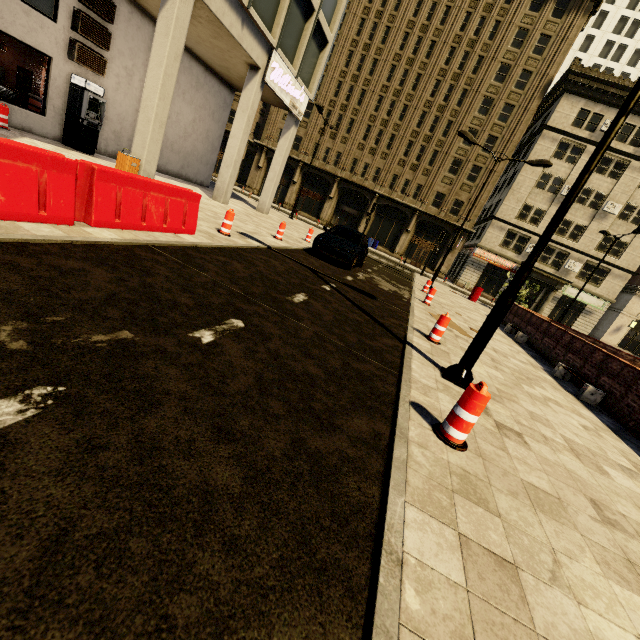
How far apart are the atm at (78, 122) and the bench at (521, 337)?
18.6 meters

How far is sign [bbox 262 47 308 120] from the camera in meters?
14.2 m

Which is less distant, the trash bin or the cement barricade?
the cement barricade

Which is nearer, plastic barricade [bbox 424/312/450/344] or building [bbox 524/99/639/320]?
plastic barricade [bbox 424/312/450/344]

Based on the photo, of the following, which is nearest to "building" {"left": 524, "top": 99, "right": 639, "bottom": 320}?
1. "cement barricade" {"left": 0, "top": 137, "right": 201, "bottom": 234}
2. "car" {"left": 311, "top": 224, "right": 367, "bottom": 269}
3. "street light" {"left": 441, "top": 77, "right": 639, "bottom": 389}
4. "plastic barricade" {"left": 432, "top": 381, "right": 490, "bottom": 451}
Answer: "cement barricade" {"left": 0, "top": 137, "right": 201, "bottom": 234}

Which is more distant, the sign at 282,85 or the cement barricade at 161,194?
the sign at 282,85

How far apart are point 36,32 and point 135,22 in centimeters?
408cm

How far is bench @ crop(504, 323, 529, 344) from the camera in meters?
13.0 m
